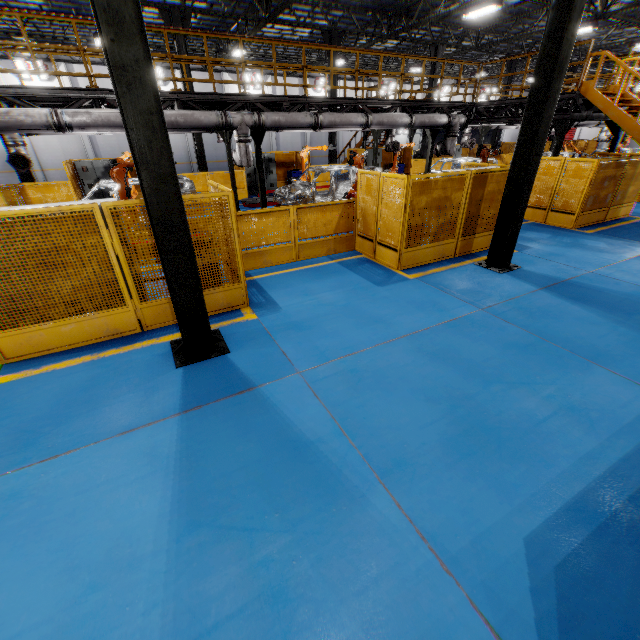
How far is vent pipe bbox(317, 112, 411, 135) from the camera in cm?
1066

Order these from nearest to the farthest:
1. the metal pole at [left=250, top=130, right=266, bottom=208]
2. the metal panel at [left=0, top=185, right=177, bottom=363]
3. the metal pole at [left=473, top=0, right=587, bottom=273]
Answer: the metal panel at [left=0, top=185, right=177, bottom=363]
the metal pole at [left=473, top=0, right=587, bottom=273]
the metal pole at [left=250, top=130, right=266, bottom=208]

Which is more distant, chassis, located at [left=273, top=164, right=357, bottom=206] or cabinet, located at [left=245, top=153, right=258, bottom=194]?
cabinet, located at [left=245, top=153, right=258, bottom=194]

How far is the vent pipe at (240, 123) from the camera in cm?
937

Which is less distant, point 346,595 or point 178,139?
point 346,595

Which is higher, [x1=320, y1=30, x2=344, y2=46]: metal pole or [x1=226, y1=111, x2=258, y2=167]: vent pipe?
[x1=320, y1=30, x2=344, y2=46]: metal pole

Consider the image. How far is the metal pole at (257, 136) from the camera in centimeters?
1030cm

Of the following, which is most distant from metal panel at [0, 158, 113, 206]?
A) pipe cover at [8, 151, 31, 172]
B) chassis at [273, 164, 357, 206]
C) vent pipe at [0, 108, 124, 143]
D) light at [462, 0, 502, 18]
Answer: light at [462, 0, 502, 18]
